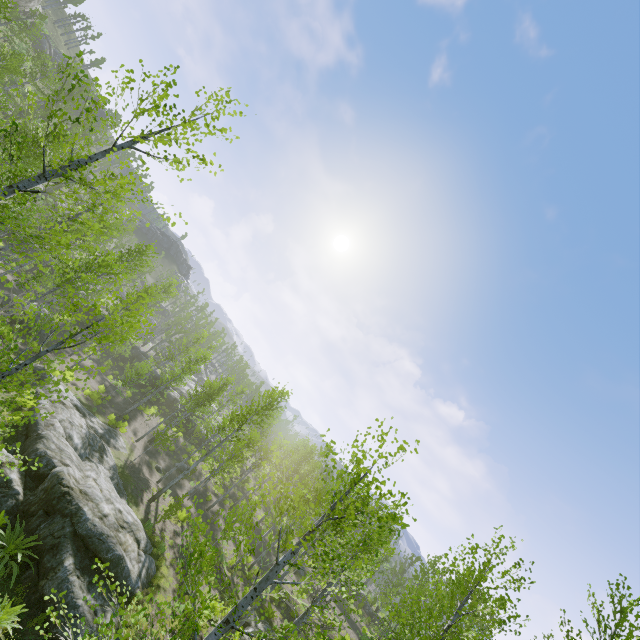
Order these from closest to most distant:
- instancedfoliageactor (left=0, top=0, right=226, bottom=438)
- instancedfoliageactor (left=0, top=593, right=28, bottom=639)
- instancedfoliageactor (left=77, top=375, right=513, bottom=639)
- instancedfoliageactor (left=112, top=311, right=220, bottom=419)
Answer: instancedfoliageactor (left=77, top=375, right=513, bottom=639) → instancedfoliageactor (left=0, top=0, right=226, bottom=438) → instancedfoliageactor (left=0, top=593, right=28, bottom=639) → instancedfoliageactor (left=112, top=311, right=220, bottom=419)

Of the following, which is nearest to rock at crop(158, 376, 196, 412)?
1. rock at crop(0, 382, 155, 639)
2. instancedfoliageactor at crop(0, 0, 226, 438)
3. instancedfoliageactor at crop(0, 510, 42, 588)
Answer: instancedfoliageactor at crop(0, 0, 226, 438)

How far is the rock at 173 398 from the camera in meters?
40.7 m

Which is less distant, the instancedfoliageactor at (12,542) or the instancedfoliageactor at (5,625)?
the instancedfoliageactor at (5,625)

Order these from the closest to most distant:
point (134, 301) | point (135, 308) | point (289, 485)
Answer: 1. point (289, 485)
2. point (134, 301)
3. point (135, 308)

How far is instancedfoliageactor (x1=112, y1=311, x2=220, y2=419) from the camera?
27.2m

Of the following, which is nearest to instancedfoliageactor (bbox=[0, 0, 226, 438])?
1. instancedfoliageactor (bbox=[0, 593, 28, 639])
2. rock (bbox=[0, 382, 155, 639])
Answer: rock (bbox=[0, 382, 155, 639])

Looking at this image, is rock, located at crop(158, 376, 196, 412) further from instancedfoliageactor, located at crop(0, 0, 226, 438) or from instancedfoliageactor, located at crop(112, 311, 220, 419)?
instancedfoliageactor, located at crop(112, 311, 220, 419)
